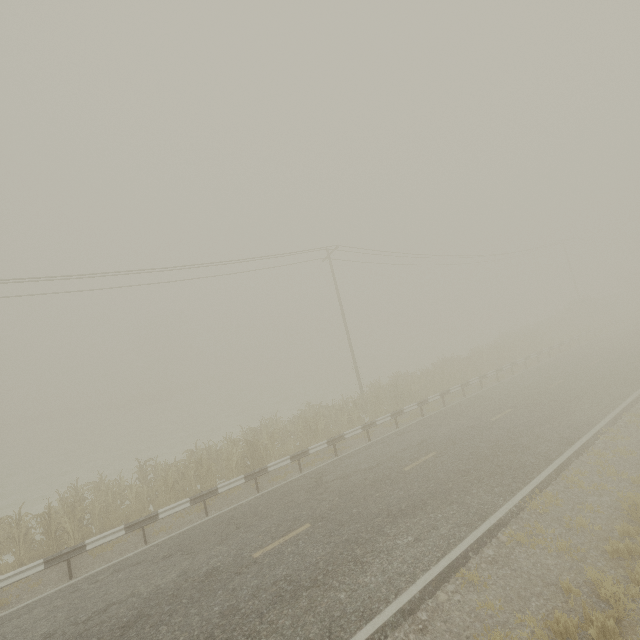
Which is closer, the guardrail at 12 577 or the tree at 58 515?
the guardrail at 12 577

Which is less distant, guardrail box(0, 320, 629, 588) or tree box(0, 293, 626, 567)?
guardrail box(0, 320, 629, 588)

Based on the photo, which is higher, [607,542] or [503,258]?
[503,258]
